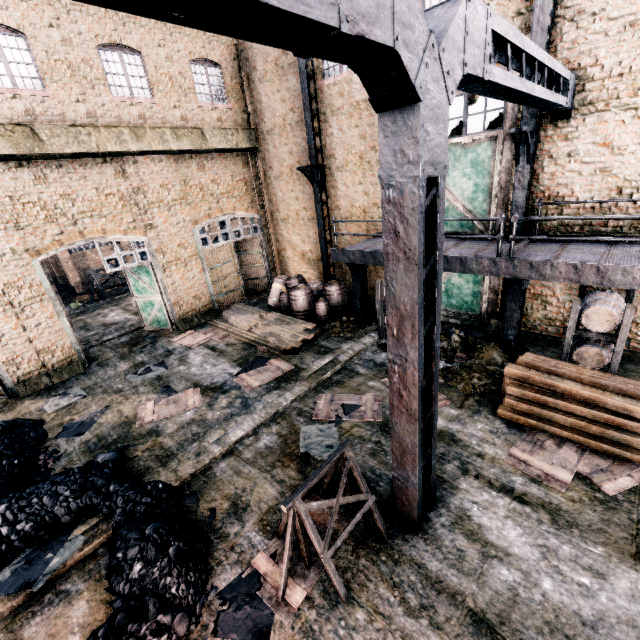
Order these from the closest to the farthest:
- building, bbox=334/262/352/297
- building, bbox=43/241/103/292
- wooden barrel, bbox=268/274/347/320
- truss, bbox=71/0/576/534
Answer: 1. truss, bbox=71/0/576/534
2. wooden barrel, bbox=268/274/347/320
3. building, bbox=334/262/352/297
4. building, bbox=43/241/103/292

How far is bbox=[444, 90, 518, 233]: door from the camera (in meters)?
10.29

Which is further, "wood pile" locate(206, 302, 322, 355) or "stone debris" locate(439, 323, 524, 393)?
"wood pile" locate(206, 302, 322, 355)

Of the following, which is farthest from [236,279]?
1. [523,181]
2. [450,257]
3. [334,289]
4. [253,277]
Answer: [523,181]

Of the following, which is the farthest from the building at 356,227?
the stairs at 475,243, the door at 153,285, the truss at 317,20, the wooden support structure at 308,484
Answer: the truss at 317,20

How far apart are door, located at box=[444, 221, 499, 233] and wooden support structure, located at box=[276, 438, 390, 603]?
9.6m

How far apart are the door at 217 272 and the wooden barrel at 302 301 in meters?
4.3

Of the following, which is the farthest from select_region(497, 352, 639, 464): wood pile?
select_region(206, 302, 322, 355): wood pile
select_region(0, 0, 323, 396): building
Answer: select_region(0, 0, 323, 396): building
